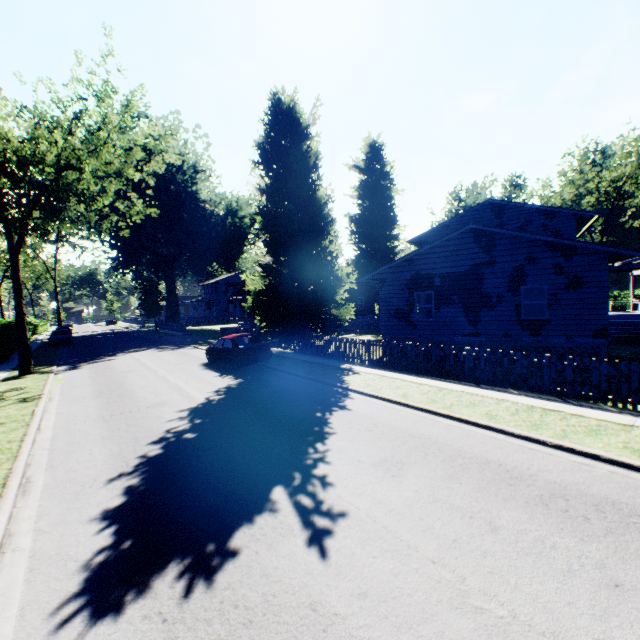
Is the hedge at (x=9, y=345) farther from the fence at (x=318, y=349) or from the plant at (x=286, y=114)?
the fence at (x=318, y=349)

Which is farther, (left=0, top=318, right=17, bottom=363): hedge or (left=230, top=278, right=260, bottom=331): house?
(left=230, top=278, right=260, bottom=331): house

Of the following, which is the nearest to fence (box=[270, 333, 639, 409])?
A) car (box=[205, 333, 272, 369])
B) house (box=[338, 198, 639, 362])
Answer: house (box=[338, 198, 639, 362])

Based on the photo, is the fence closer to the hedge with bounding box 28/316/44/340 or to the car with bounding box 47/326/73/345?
the hedge with bounding box 28/316/44/340

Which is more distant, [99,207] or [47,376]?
[99,207]

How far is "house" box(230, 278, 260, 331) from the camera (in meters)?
38.28

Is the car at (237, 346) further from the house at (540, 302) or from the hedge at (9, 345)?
the hedge at (9, 345)

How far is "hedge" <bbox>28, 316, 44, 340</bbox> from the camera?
42.3m
